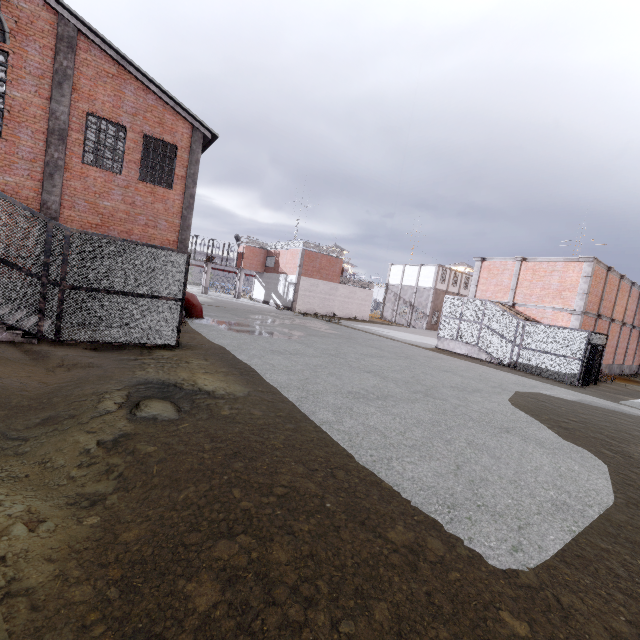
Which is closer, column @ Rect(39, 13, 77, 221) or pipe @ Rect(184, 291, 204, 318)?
column @ Rect(39, 13, 77, 221)

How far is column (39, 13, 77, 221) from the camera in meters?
11.9

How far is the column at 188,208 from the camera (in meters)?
14.91

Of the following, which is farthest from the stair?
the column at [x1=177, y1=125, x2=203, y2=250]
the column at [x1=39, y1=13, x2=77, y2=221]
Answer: the column at [x1=39, y1=13, x2=77, y2=221]

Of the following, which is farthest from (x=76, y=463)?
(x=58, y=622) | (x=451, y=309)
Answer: (x=451, y=309)

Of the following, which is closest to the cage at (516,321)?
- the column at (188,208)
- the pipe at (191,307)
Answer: the pipe at (191,307)

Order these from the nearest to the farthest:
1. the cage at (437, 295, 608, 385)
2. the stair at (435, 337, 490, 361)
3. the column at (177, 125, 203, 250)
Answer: the column at (177, 125, 203, 250), the cage at (437, 295, 608, 385), the stair at (435, 337, 490, 361)

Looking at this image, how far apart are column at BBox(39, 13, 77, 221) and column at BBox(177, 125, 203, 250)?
4.3m
